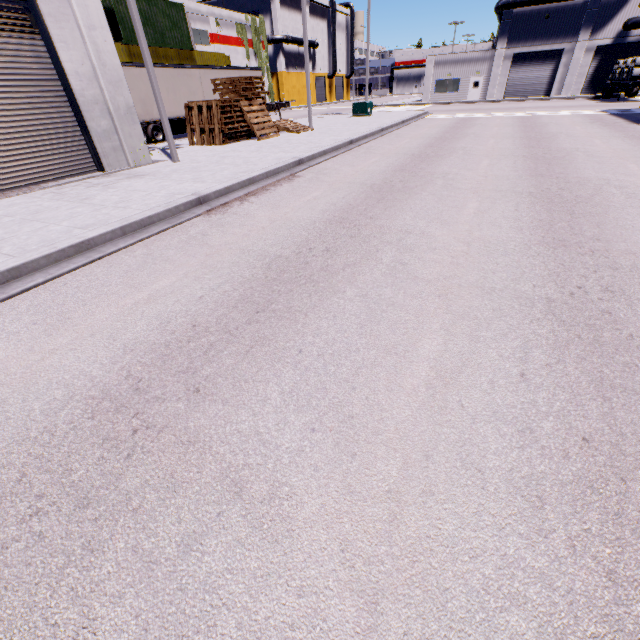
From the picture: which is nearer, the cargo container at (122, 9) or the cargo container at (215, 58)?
the cargo container at (122, 9)

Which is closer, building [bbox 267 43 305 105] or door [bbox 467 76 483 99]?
door [bbox 467 76 483 99]

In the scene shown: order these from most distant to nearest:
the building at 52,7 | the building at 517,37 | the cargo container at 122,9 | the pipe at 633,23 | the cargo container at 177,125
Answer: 1. the building at 517,37
2. the pipe at 633,23
3. the cargo container at 177,125
4. the cargo container at 122,9
5. the building at 52,7

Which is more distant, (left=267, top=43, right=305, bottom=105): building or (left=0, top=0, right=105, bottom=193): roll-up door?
(left=267, top=43, right=305, bottom=105): building

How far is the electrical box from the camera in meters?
26.1

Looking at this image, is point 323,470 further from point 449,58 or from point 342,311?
point 449,58

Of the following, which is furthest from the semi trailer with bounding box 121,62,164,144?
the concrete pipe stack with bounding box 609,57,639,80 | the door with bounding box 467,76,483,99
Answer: → the door with bounding box 467,76,483,99

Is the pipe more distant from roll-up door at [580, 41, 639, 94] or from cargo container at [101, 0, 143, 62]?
cargo container at [101, 0, 143, 62]
